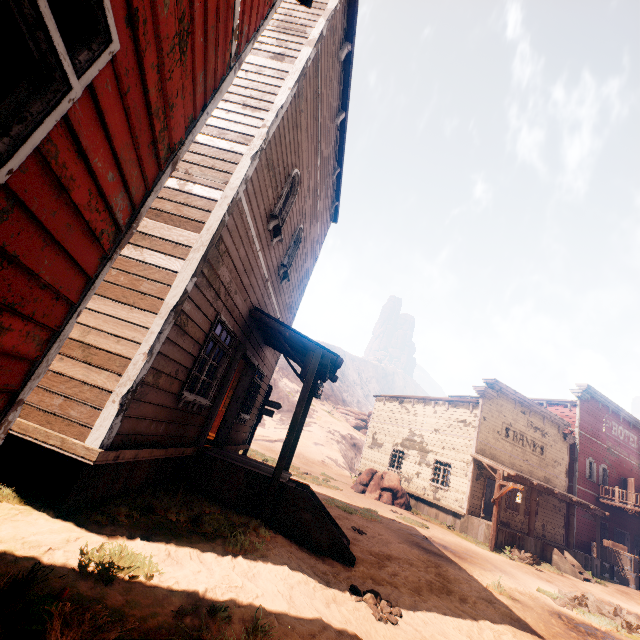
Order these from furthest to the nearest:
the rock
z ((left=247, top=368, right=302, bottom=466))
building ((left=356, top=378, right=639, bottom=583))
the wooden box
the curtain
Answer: the rock, z ((left=247, top=368, right=302, bottom=466)), the wooden box, building ((left=356, top=378, right=639, bottom=583)), the curtain

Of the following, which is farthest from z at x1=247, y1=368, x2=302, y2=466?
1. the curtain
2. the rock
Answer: the rock

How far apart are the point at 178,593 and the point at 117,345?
2.75m

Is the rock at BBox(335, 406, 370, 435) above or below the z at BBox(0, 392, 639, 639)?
above

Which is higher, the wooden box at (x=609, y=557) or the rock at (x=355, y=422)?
the rock at (x=355, y=422)

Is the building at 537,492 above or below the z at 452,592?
above

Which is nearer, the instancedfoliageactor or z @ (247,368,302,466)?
the instancedfoliageactor

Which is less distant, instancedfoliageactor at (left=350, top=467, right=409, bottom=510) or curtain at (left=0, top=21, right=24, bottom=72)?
curtain at (left=0, top=21, right=24, bottom=72)
